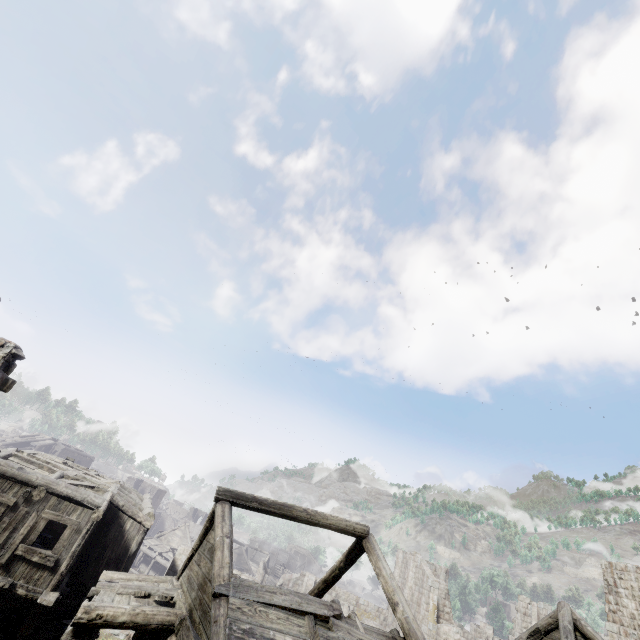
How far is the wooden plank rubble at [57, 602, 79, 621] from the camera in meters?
13.6 m

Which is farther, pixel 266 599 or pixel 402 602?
pixel 402 602

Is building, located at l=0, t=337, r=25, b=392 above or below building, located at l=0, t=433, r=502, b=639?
above

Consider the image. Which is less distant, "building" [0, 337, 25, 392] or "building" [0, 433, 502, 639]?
"building" [0, 433, 502, 639]

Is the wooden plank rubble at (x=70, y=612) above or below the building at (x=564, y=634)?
below

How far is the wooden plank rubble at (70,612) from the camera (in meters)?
13.65

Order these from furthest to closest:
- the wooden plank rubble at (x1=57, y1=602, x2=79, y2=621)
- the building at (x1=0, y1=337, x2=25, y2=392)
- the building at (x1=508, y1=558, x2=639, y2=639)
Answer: the wooden plank rubble at (x1=57, y1=602, x2=79, y2=621) < the building at (x1=508, y1=558, x2=639, y2=639) < the building at (x1=0, y1=337, x2=25, y2=392)
